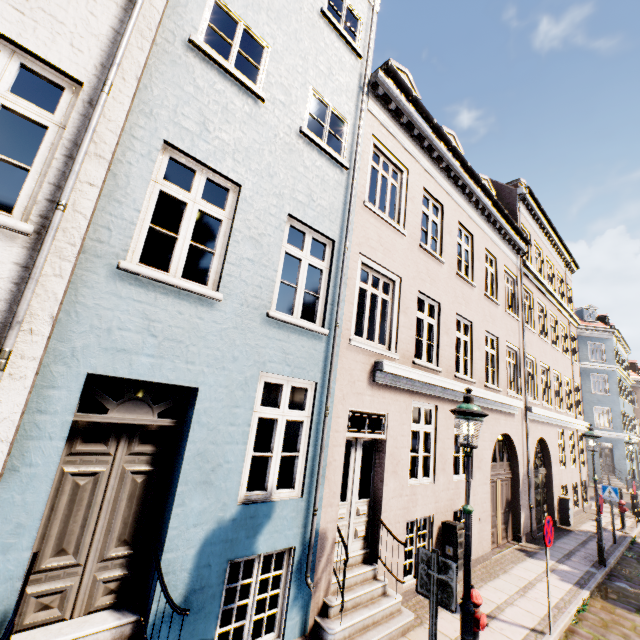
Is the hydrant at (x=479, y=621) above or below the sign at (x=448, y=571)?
below

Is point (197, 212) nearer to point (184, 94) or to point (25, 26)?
point (184, 94)

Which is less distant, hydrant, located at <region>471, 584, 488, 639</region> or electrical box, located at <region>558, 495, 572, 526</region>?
hydrant, located at <region>471, 584, 488, 639</region>

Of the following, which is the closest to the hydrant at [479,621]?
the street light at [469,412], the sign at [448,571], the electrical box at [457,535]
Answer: the street light at [469,412]

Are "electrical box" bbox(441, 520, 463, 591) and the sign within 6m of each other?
yes

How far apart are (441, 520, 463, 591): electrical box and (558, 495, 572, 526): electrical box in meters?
9.6 m

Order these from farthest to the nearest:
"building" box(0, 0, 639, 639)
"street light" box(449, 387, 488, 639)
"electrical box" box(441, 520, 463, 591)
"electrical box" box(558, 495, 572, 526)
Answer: "electrical box" box(558, 495, 572, 526), "electrical box" box(441, 520, 463, 591), "street light" box(449, 387, 488, 639), "building" box(0, 0, 639, 639)

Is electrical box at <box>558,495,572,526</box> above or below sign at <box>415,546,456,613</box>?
below
